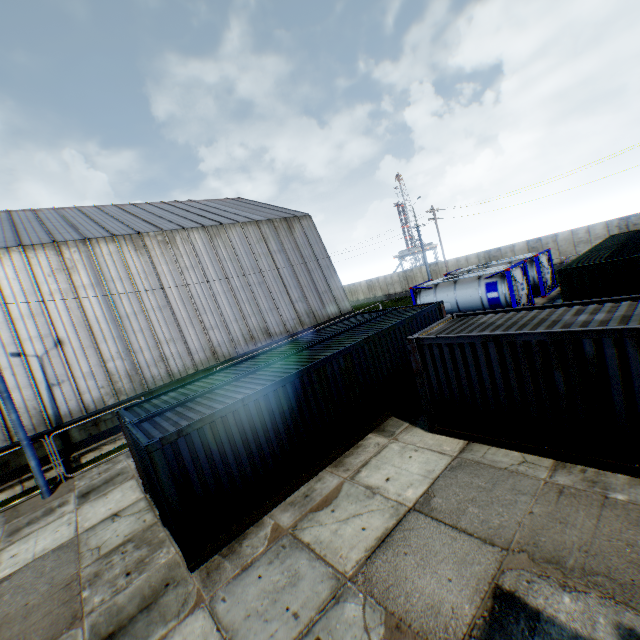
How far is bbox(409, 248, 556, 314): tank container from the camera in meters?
19.3 m

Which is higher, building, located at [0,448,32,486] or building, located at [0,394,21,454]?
building, located at [0,394,21,454]

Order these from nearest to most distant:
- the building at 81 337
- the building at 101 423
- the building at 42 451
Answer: the building at 42 451 → the building at 101 423 → the building at 81 337

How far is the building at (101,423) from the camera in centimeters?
1566cm

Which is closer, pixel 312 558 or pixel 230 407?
pixel 312 558

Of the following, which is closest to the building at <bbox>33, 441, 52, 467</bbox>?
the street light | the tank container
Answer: the street light

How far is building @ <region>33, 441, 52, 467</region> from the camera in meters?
15.1
